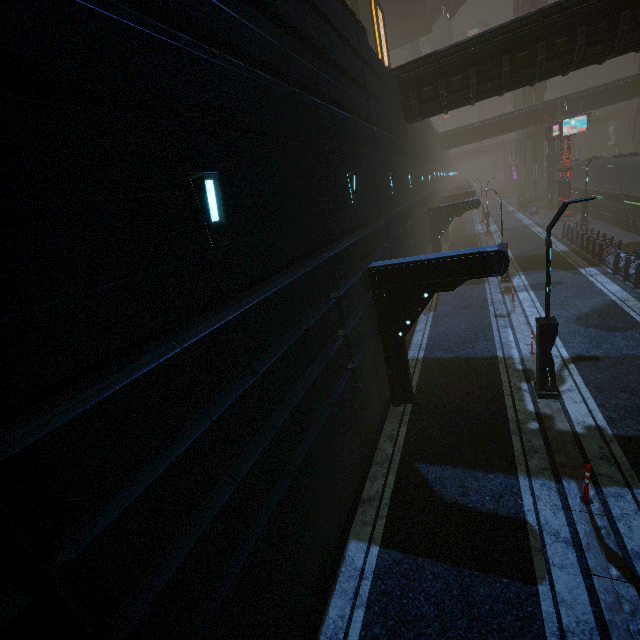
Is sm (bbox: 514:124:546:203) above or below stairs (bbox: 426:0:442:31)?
below

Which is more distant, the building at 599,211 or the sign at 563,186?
the sign at 563,186

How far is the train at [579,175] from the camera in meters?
38.0

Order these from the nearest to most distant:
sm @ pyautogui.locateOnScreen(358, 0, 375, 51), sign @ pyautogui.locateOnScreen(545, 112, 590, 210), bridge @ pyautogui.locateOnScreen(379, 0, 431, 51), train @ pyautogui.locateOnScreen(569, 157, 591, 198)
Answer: sm @ pyautogui.locateOnScreen(358, 0, 375, 51) < sign @ pyautogui.locateOnScreen(545, 112, 590, 210) < bridge @ pyautogui.locateOnScreen(379, 0, 431, 51) < train @ pyautogui.locateOnScreen(569, 157, 591, 198)

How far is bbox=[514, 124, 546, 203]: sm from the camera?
45.2m

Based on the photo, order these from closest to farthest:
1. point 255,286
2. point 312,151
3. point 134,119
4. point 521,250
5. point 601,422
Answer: point 134,119 → point 255,286 → point 312,151 → point 601,422 → point 521,250

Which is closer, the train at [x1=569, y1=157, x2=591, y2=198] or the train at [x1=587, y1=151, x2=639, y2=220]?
the train at [x1=587, y1=151, x2=639, y2=220]
